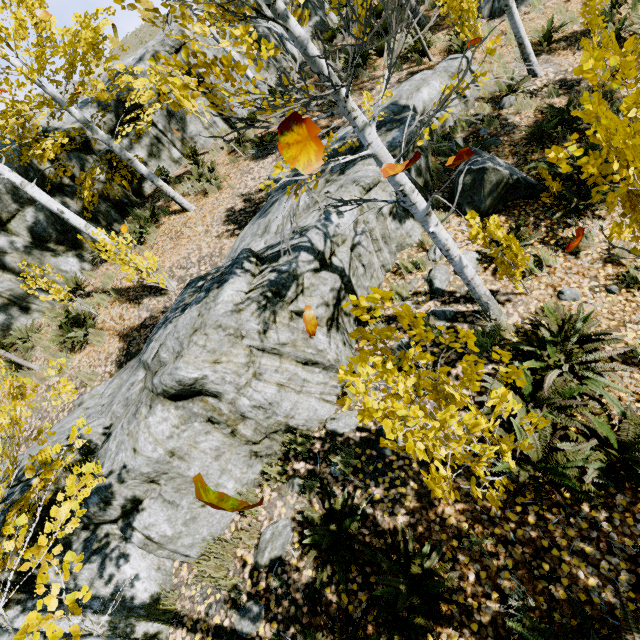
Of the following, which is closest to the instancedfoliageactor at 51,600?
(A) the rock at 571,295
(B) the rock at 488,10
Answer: (A) the rock at 571,295

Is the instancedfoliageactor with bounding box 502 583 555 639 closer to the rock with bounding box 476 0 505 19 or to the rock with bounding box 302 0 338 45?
the rock with bounding box 302 0 338 45

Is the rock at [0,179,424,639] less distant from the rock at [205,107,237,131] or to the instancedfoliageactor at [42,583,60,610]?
the instancedfoliageactor at [42,583,60,610]

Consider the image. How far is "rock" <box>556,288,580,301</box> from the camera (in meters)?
4.37

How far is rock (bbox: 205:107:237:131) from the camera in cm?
1144

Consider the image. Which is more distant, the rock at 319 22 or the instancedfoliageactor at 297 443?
the rock at 319 22

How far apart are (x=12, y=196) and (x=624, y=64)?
12.22m
